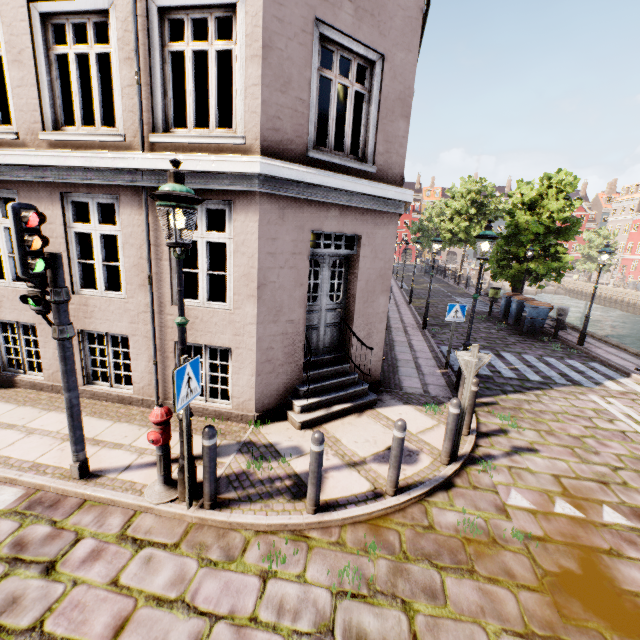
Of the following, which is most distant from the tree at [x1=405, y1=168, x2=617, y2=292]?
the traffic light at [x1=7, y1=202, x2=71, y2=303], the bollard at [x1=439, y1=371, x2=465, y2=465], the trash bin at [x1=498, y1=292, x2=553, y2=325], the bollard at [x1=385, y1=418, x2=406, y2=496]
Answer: the traffic light at [x1=7, y1=202, x2=71, y2=303]

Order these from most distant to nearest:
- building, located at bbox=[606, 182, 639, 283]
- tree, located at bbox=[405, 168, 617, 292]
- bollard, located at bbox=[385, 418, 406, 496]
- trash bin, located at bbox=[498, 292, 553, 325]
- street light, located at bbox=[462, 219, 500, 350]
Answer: building, located at bbox=[606, 182, 639, 283]
tree, located at bbox=[405, 168, 617, 292]
trash bin, located at bbox=[498, 292, 553, 325]
street light, located at bbox=[462, 219, 500, 350]
bollard, located at bbox=[385, 418, 406, 496]

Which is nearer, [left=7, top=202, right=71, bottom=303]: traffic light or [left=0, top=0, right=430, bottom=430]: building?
[left=7, top=202, right=71, bottom=303]: traffic light

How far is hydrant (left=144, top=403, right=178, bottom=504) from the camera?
3.9m

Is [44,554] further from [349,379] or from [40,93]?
[40,93]

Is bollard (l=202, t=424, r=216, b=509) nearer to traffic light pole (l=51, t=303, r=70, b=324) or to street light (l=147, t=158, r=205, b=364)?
street light (l=147, t=158, r=205, b=364)

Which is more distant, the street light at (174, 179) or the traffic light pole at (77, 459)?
the traffic light pole at (77, 459)

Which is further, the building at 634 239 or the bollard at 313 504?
the building at 634 239
